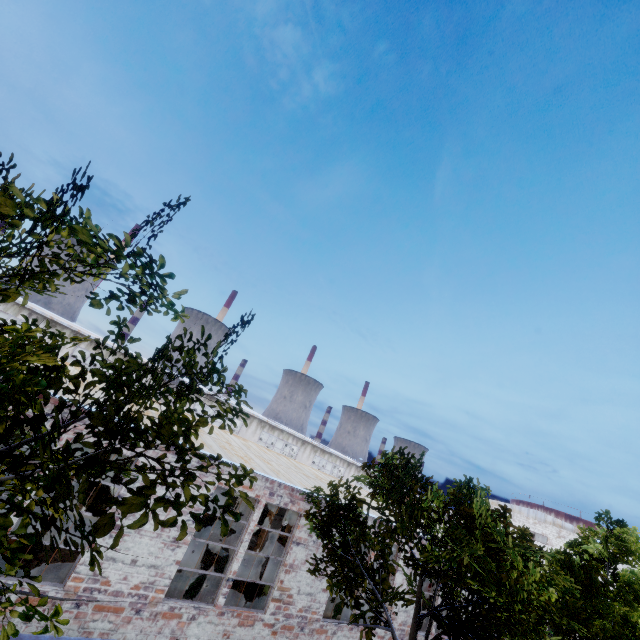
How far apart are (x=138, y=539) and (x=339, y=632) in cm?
903

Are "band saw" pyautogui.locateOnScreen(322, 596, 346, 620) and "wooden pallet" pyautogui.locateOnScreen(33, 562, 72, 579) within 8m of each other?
no

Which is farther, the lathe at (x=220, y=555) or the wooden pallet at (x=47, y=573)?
the lathe at (x=220, y=555)

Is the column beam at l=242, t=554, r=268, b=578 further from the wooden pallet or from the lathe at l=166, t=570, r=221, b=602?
the wooden pallet

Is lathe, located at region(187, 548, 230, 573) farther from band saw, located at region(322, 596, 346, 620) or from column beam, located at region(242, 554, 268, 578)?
band saw, located at region(322, 596, 346, 620)

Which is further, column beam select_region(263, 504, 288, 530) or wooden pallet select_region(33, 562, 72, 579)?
column beam select_region(263, 504, 288, 530)

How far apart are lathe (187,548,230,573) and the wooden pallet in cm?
255

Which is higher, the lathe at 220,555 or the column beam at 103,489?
the lathe at 220,555
